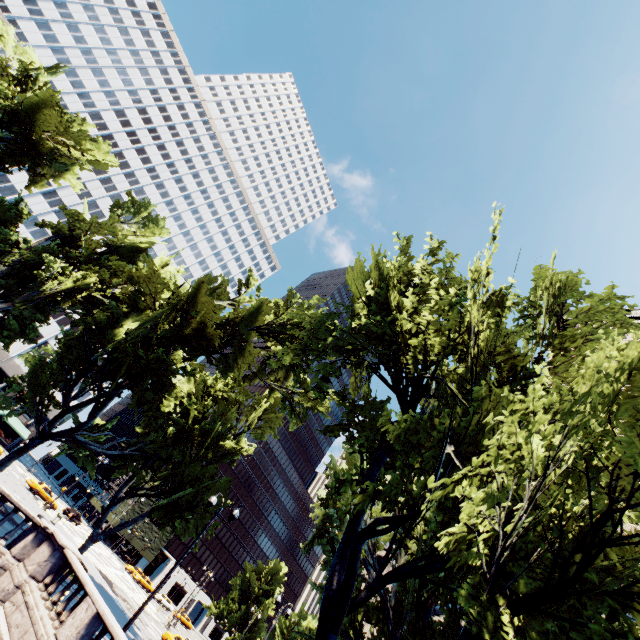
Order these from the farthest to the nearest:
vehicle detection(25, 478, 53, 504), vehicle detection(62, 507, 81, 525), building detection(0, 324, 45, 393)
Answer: building detection(0, 324, 45, 393) < vehicle detection(62, 507, 81, 525) < vehicle detection(25, 478, 53, 504)

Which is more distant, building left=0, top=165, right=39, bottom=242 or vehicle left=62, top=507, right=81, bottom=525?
building left=0, top=165, right=39, bottom=242

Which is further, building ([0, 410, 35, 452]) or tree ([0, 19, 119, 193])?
building ([0, 410, 35, 452])

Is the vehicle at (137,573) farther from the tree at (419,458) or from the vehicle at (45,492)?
the vehicle at (45,492)

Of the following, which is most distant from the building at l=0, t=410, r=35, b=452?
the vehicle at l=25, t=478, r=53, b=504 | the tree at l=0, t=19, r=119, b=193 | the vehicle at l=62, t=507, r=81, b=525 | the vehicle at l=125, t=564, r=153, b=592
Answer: the vehicle at l=125, t=564, r=153, b=592

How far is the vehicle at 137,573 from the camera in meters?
56.1 m

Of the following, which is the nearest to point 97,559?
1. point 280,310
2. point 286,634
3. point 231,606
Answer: point 231,606

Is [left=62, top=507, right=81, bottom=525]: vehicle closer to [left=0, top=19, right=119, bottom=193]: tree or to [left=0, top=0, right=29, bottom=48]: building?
[left=0, top=0, right=29, bottom=48]: building
